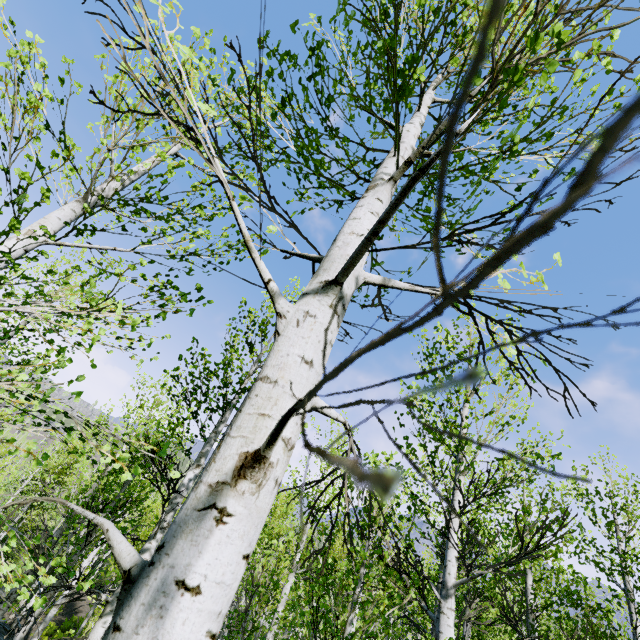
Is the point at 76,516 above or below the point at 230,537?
below
